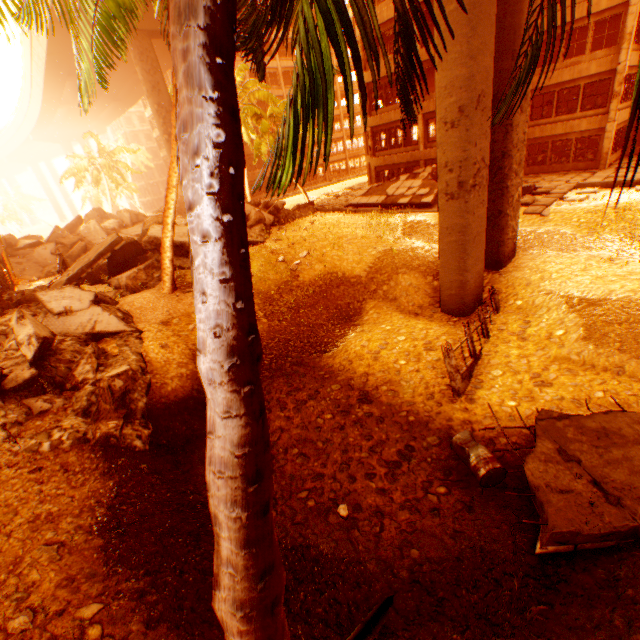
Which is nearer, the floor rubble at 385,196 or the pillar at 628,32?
the pillar at 628,32

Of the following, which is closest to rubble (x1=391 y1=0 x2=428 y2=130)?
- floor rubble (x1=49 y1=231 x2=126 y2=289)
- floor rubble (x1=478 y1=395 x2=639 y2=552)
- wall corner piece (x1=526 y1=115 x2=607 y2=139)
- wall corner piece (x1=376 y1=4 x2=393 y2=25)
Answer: floor rubble (x1=478 y1=395 x2=639 y2=552)

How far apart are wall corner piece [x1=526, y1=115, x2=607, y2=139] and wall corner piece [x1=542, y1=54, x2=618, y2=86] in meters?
2.1

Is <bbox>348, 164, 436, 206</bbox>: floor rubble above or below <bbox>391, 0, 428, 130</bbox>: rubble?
below

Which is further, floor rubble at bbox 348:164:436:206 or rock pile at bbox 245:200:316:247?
floor rubble at bbox 348:164:436:206

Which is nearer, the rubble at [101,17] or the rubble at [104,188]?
the rubble at [101,17]

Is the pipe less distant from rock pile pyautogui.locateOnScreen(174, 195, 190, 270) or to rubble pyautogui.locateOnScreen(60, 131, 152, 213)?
rubble pyautogui.locateOnScreen(60, 131, 152, 213)

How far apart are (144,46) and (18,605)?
30.9m
